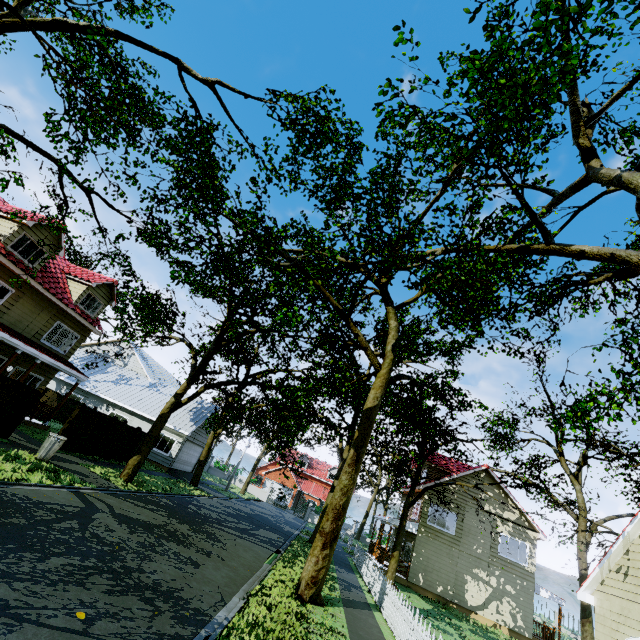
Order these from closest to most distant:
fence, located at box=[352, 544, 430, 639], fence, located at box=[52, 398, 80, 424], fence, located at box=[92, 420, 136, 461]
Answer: fence, located at box=[352, 544, 430, 639]
fence, located at box=[92, 420, 136, 461]
fence, located at box=[52, 398, 80, 424]

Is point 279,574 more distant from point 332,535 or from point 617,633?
point 617,633

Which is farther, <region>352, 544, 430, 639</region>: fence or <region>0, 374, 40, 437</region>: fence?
<region>0, 374, 40, 437</region>: fence

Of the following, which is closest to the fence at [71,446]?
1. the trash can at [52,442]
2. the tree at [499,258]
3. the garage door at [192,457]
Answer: the tree at [499,258]

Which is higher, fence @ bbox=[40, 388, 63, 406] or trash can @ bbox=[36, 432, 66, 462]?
fence @ bbox=[40, 388, 63, 406]

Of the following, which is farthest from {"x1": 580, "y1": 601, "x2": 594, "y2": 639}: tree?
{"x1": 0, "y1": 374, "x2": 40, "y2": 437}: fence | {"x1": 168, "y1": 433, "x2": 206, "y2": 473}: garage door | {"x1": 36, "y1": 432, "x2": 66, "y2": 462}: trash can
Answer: {"x1": 36, "y1": 432, "x2": 66, "y2": 462}: trash can

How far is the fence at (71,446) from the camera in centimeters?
1597cm
